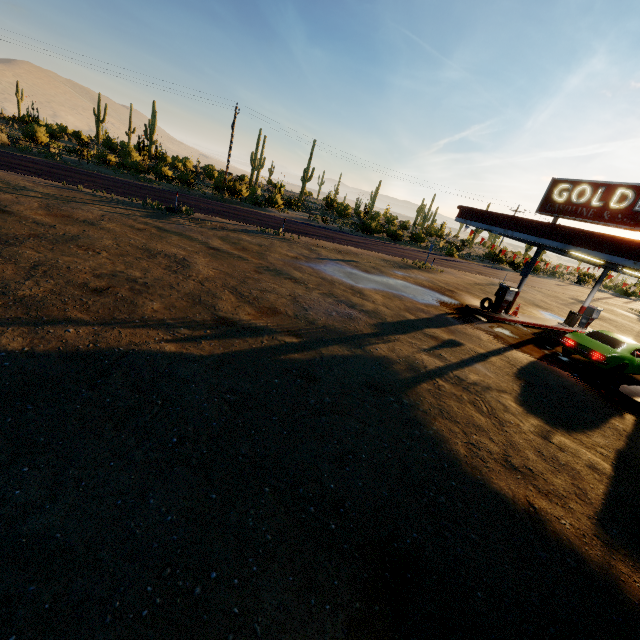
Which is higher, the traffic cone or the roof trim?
the roof trim

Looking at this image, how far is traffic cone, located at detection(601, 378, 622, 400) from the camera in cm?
1053

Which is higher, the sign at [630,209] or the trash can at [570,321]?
the sign at [630,209]

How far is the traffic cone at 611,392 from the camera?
10.5m

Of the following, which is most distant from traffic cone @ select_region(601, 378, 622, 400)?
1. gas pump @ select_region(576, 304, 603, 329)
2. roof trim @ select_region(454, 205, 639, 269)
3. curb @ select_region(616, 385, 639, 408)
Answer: gas pump @ select_region(576, 304, 603, 329)

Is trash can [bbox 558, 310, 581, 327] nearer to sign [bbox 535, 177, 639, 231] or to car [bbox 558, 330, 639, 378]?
car [bbox 558, 330, 639, 378]

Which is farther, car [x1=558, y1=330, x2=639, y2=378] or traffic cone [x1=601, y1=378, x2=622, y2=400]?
car [x1=558, y1=330, x2=639, y2=378]

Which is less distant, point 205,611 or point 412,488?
point 205,611
